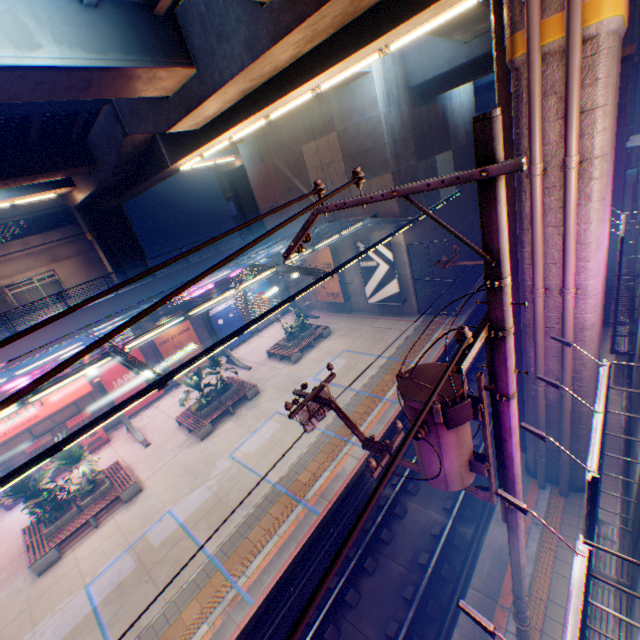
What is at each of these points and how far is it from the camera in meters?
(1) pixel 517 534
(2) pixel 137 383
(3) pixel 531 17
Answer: (1) electric pole, 4.4 m
(2) billboard, 20.0 m
(3) pipe, 5.2 m

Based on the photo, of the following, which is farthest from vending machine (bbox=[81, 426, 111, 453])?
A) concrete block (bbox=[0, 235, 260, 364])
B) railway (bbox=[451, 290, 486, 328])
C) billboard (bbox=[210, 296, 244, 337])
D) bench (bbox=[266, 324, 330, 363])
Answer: railway (bbox=[451, 290, 486, 328])

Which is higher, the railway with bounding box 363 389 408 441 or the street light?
the street light

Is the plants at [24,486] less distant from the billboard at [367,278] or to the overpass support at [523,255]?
the overpass support at [523,255]

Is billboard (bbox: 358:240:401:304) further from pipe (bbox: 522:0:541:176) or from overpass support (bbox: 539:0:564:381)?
pipe (bbox: 522:0:541:176)

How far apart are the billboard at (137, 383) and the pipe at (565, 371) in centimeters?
2087cm

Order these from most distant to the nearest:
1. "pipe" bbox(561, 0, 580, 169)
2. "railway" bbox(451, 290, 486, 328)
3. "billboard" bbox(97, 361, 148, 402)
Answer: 1. "railway" bbox(451, 290, 486, 328)
2. "billboard" bbox(97, 361, 148, 402)
3. "pipe" bbox(561, 0, 580, 169)

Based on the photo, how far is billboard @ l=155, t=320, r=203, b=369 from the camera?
21.08m
